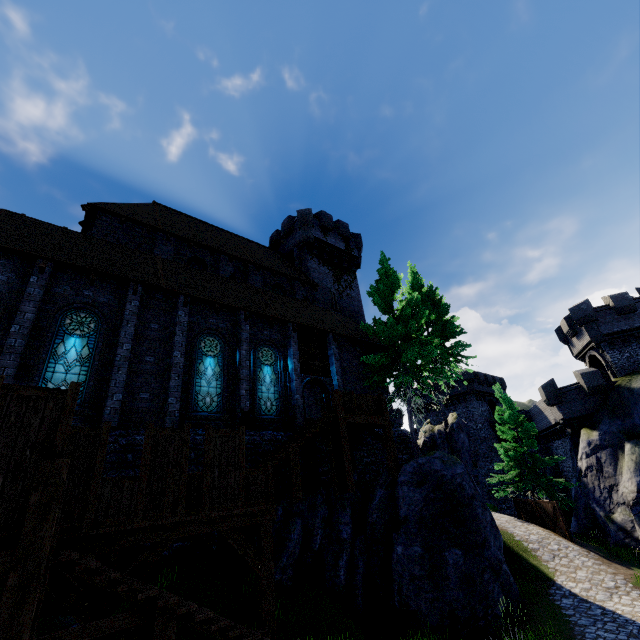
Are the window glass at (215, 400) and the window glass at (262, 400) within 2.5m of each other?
yes

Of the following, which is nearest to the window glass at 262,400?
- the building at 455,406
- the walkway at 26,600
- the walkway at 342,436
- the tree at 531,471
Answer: the walkway at 342,436

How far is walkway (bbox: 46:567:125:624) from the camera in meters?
6.1 m

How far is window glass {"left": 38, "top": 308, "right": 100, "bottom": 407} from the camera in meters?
10.9 m

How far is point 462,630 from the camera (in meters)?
11.89

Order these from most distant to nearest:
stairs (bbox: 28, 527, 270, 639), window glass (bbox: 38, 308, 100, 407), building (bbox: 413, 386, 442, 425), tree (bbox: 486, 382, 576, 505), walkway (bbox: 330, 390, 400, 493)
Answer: building (bbox: 413, 386, 442, 425) < tree (bbox: 486, 382, 576, 505) < walkway (bbox: 330, 390, 400, 493) < window glass (bbox: 38, 308, 100, 407) < stairs (bbox: 28, 527, 270, 639)

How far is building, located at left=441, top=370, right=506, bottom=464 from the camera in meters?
41.8 m

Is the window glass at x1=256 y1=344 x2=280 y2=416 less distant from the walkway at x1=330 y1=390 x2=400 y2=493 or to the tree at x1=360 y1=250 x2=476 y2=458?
the walkway at x1=330 y1=390 x2=400 y2=493
